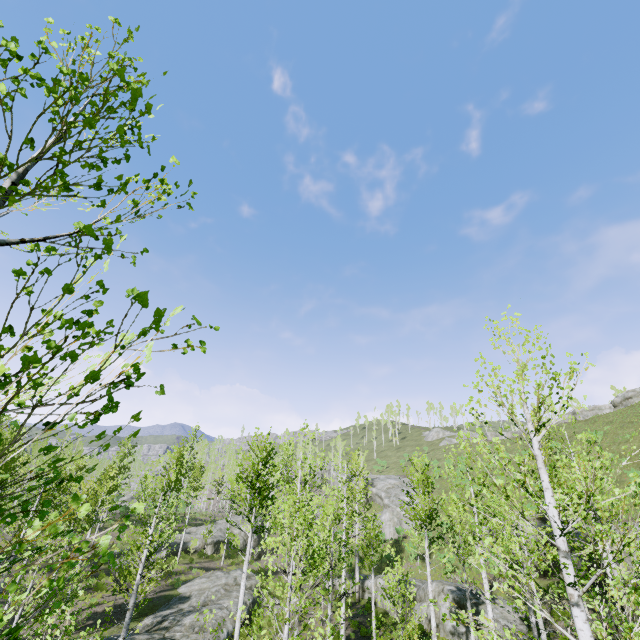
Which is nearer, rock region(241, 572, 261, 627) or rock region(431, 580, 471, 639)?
rock region(431, 580, 471, 639)

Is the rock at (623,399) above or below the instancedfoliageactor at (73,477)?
above

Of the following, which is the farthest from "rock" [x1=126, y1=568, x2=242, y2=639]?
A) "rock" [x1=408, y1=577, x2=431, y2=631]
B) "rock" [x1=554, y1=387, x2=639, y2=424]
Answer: "rock" [x1=554, y1=387, x2=639, y2=424]

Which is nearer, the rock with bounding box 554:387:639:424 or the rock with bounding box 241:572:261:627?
the rock with bounding box 241:572:261:627

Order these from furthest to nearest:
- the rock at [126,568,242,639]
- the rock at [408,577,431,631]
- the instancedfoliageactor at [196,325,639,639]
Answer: the rock at [408,577,431,631] → the rock at [126,568,242,639] → the instancedfoliageactor at [196,325,639,639]

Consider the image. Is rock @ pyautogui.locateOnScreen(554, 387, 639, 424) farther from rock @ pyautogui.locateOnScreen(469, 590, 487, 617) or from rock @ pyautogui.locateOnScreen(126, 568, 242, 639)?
rock @ pyautogui.locateOnScreen(126, 568, 242, 639)

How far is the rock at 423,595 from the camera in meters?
20.8 m

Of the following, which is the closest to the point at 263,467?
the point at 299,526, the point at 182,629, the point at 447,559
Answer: the point at 299,526
